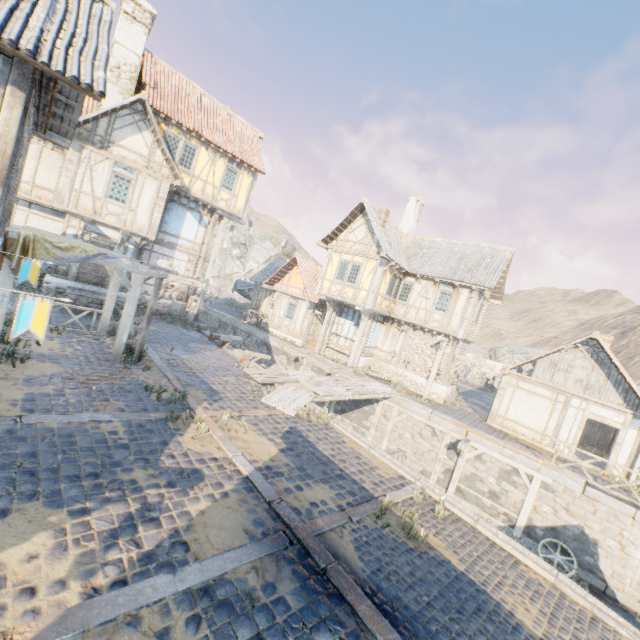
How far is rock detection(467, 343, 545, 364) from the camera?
34.9m

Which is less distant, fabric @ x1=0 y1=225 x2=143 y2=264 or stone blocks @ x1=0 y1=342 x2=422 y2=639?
stone blocks @ x1=0 y1=342 x2=422 y2=639

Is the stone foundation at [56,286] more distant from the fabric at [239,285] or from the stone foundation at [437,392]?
the fabric at [239,285]

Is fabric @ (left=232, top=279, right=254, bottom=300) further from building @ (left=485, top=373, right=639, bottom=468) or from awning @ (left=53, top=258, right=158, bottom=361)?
building @ (left=485, top=373, right=639, bottom=468)

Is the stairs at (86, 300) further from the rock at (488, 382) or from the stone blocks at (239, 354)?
the rock at (488, 382)

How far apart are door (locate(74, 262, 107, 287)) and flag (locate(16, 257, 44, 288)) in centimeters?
1068cm

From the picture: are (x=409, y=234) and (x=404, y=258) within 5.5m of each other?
yes

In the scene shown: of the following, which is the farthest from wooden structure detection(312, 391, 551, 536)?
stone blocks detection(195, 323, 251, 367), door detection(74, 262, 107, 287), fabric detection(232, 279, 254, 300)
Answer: fabric detection(232, 279, 254, 300)
